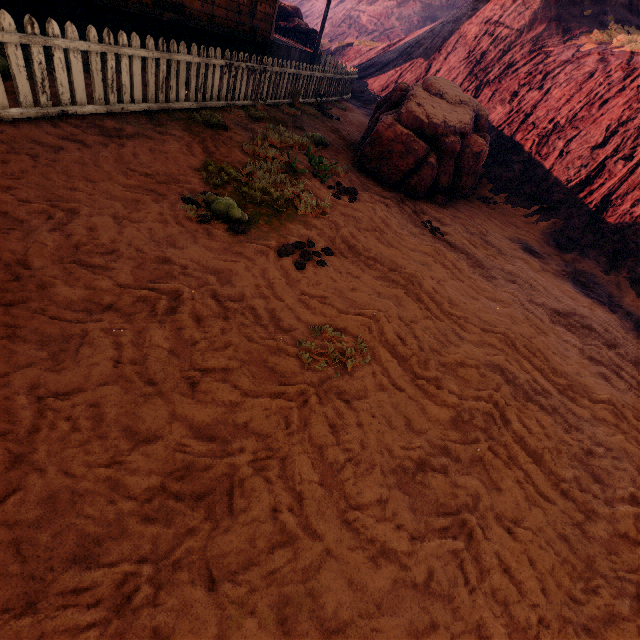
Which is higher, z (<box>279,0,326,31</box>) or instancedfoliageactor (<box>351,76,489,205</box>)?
z (<box>279,0,326,31</box>)

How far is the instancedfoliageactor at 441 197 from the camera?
6.50m

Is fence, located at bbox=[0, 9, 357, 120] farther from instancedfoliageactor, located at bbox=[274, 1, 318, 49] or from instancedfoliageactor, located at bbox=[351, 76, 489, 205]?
instancedfoliageactor, located at bbox=[351, 76, 489, 205]

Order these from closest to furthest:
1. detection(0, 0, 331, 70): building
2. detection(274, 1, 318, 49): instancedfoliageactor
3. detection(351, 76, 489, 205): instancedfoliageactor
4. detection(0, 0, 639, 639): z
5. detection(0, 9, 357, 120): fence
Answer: detection(0, 0, 639, 639): z
detection(0, 9, 357, 120): fence
detection(0, 0, 331, 70): building
detection(351, 76, 489, 205): instancedfoliageactor
detection(274, 1, 318, 49): instancedfoliageactor

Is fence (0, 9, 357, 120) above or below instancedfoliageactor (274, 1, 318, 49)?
below

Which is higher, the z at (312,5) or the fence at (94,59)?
the z at (312,5)

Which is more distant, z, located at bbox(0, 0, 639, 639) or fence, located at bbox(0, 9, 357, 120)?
fence, located at bbox(0, 9, 357, 120)

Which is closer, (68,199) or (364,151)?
(68,199)
